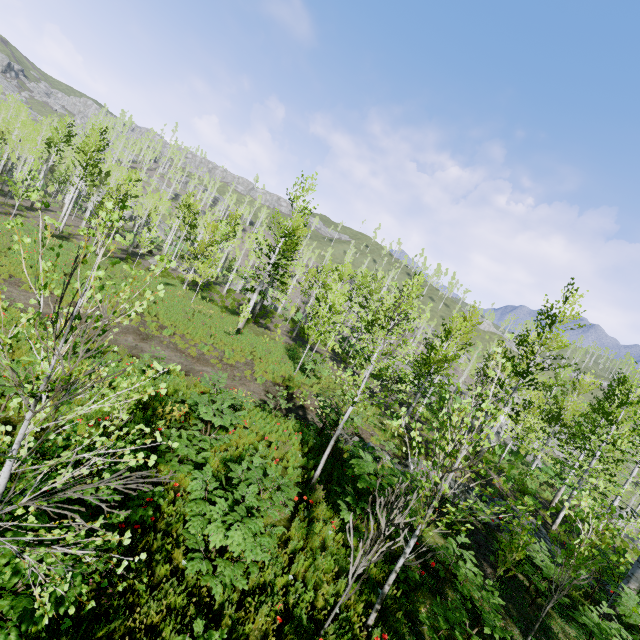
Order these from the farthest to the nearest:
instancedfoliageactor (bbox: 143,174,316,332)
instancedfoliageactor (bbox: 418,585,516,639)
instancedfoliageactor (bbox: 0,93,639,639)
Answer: instancedfoliageactor (bbox: 143,174,316,332) → instancedfoliageactor (bbox: 418,585,516,639) → instancedfoliageactor (bbox: 0,93,639,639)

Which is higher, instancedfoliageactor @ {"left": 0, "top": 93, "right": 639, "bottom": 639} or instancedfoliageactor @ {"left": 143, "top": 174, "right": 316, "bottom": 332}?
instancedfoliageactor @ {"left": 143, "top": 174, "right": 316, "bottom": 332}

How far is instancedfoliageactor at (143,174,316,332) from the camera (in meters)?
21.78

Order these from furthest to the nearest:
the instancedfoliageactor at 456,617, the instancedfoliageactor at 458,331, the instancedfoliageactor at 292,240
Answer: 1. the instancedfoliageactor at 292,240
2. the instancedfoliageactor at 456,617
3. the instancedfoliageactor at 458,331

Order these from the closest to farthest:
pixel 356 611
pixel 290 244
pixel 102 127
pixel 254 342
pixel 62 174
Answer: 1. pixel 356 611
2. pixel 254 342
3. pixel 290 244
4. pixel 102 127
5. pixel 62 174

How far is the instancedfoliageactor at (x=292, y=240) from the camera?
21.8m

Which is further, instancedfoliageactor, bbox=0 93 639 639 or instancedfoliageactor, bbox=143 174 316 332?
instancedfoliageactor, bbox=143 174 316 332
